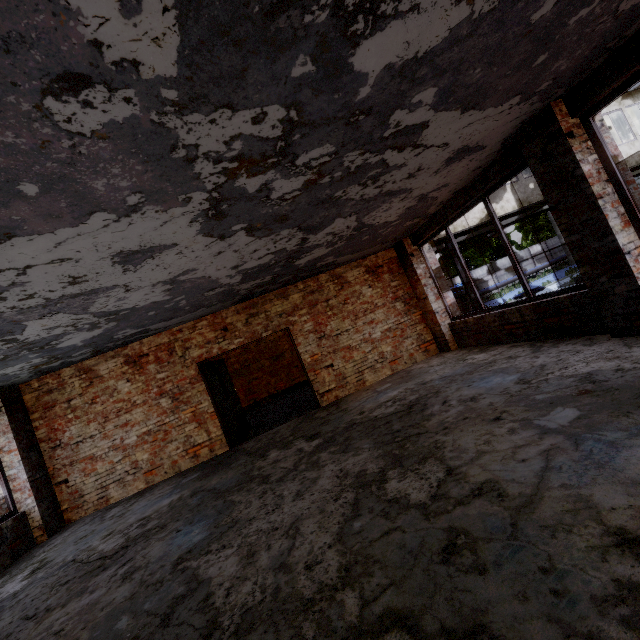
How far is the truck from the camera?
22.0 meters

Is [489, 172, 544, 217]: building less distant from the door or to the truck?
the truck

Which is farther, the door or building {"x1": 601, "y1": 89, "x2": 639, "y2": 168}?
building {"x1": 601, "y1": 89, "x2": 639, "y2": 168}

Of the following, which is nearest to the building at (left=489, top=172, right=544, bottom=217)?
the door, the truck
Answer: the truck

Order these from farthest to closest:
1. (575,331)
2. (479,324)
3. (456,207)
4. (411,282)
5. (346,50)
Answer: (411,282) < (479,324) < (456,207) < (575,331) < (346,50)

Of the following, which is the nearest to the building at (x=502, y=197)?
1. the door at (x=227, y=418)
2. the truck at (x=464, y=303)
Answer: the truck at (x=464, y=303)

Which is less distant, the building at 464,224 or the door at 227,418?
the door at 227,418
